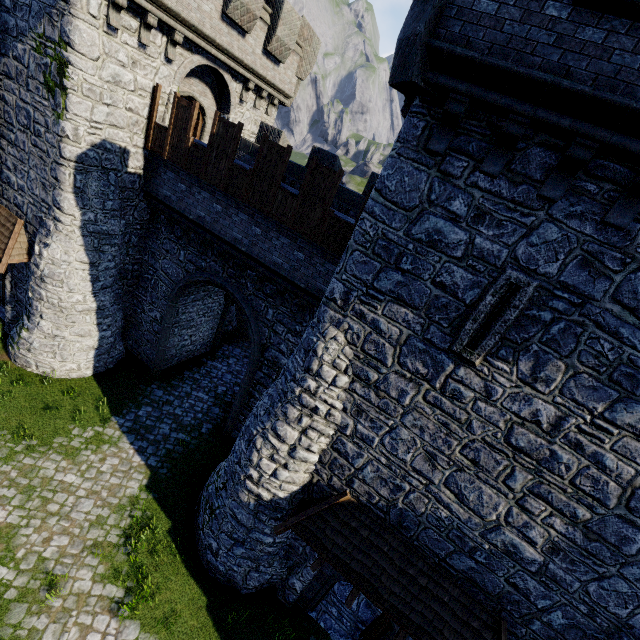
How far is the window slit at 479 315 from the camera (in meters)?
5.62

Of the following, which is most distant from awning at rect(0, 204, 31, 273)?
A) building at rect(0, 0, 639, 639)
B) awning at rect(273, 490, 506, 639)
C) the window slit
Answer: the window slit

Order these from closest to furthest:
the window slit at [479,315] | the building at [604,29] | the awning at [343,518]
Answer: the building at [604,29] → the window slit at [479,315] → the awning at [343,518]

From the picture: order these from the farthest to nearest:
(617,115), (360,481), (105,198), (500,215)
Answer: (105,198), (360,481), (500,215), (617,115)

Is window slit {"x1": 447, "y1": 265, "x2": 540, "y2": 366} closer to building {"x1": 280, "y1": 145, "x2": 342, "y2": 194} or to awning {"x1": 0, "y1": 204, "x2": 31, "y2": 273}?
building {"x1": 280, "y1": 145, "x2": 342, "y2": 194}

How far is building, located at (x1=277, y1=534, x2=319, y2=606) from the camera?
9.6 meters

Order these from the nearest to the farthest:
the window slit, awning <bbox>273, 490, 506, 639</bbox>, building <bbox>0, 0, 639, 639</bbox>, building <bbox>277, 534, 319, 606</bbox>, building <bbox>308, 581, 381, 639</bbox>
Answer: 1. building <bbox>0, 0, 639, 639</bbox>
2. the window slit
3. awning <bbox>273, 490, 506, 639</bbox>
4. building <bbox>277, 534, 319, 606</bbox>
5. building <bbox>308, 581, 381, 639</bbox>

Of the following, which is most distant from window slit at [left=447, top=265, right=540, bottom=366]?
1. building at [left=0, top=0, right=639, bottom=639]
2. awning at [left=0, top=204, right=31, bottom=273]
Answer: awning at [left=0, top=204, right=31, bottom=273]
